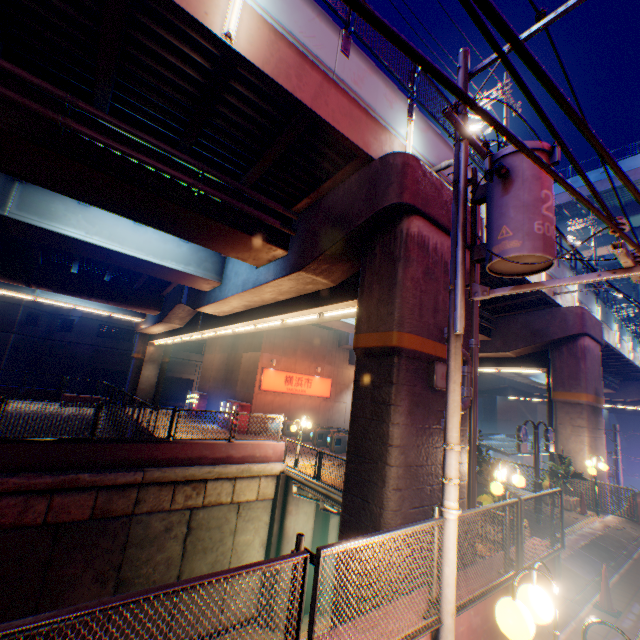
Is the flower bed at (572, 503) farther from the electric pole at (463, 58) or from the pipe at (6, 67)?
the pipe at (6, 67)

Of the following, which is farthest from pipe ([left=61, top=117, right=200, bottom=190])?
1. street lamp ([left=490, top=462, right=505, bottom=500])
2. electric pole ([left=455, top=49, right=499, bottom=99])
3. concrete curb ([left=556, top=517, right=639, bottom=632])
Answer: concrete curb ([left=556, top=517, right=639, bottom=632])

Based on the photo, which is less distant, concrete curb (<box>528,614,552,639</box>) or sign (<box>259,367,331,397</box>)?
concrete curb (<box>528,614,552,639</box>)

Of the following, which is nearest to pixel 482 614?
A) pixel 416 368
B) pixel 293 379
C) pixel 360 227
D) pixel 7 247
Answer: pixel 416 368

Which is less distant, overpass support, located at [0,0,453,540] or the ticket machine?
overpass support, located at [0,0,453,540]

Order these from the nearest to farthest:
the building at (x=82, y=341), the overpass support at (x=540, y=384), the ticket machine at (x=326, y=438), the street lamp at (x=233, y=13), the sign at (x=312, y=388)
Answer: the street lamp at (x=233, y=13), the overpass support at (x=540, y=384), the ticket machine at (x=326, y=438), the sign at (x=312, y=388), the building at (x=82, y=341)

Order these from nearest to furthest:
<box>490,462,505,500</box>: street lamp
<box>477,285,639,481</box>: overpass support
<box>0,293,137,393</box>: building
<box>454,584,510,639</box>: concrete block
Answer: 1. <box>454,584,510,639</box>: concrete block
2. <box>490,462,505,500</box>: street lamp
3. <box>477,285,639,481</box>: overpass support
4. <box>0,293,137,393</box>: building

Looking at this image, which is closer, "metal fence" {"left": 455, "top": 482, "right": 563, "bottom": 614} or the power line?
the power line
